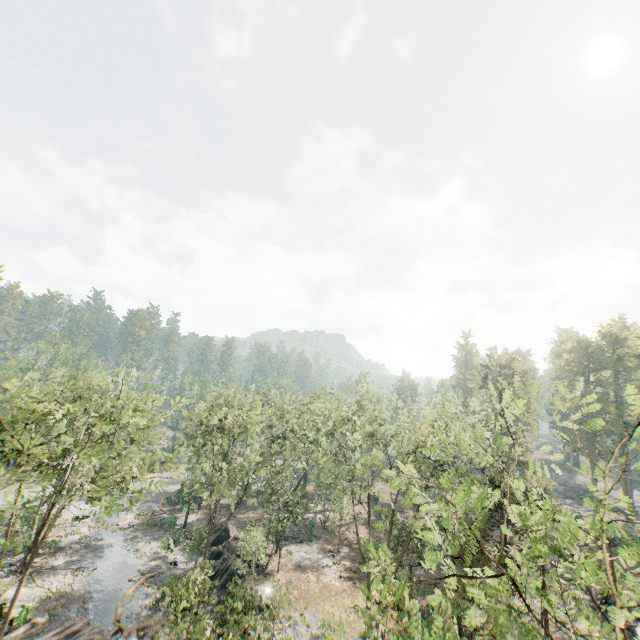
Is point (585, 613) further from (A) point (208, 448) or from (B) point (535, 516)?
(A) point (208, 448)

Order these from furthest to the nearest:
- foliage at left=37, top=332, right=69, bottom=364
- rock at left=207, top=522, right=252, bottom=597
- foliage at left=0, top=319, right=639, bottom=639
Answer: foliage at left=37, top=332, right=69, bottom=364
rock at left=207, top=522, right=252, bottom=597
foliage at left=0, top=319, right=639, bottom=639

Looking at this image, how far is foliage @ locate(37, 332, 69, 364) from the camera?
43.41m

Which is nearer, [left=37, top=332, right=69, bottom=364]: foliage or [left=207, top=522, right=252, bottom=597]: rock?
[left=207, top=522, right=252, bottom=597]: rock

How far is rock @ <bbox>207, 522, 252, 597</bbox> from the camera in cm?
3097

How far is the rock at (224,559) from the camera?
31.0m

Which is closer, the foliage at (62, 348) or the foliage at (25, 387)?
the foliage at (25, 387)
